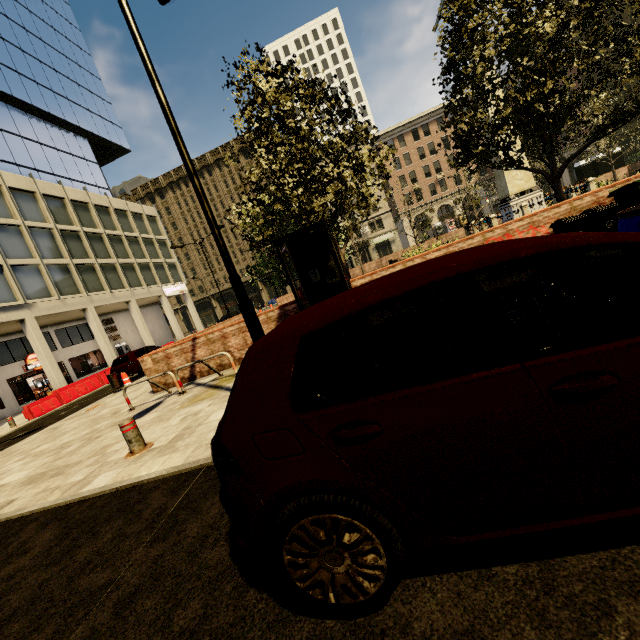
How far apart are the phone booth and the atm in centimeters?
Answer: 3810cm

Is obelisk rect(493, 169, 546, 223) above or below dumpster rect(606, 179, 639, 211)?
above

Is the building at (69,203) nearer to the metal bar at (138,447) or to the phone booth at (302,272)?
the metal bar at (138,447)

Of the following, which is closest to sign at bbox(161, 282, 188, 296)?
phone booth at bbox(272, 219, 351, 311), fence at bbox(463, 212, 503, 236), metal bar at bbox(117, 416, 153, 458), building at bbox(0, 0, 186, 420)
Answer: building at bbox(0, 0, 186, 420)

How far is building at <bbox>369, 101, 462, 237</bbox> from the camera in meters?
50.9 m

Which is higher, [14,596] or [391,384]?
[391,384]

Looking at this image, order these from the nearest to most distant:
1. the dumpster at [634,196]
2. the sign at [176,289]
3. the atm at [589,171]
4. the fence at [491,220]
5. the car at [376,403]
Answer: the car at [376,403]
the dumpster at [634,196]
the fence at [491,220]
the atm at [589,171]
the sign at [176,289]

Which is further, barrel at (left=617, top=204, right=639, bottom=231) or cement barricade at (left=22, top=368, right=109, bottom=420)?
cement barricade at (left=22, top=368, right=109, bottom=420)
